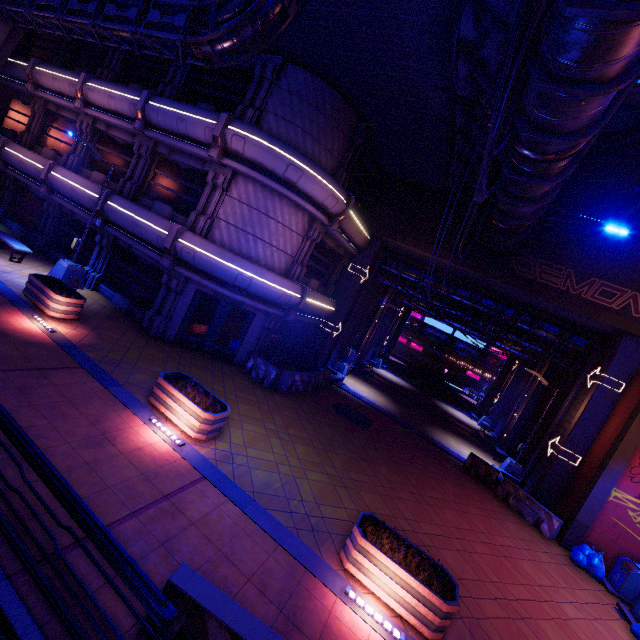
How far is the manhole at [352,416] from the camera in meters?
15.1 m

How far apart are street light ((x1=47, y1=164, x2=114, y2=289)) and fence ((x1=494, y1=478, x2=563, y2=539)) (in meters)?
21.34

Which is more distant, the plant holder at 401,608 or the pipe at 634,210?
the pipe at 634,210

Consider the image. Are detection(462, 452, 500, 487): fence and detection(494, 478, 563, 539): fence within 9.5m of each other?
yes

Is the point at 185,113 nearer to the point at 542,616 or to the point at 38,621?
the point at 38,621

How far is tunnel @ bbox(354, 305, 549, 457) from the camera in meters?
22.8

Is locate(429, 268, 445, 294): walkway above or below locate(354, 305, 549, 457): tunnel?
above

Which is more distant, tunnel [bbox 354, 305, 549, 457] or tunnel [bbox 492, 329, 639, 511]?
tunnel [bbox 354, 305, 549, 457]
